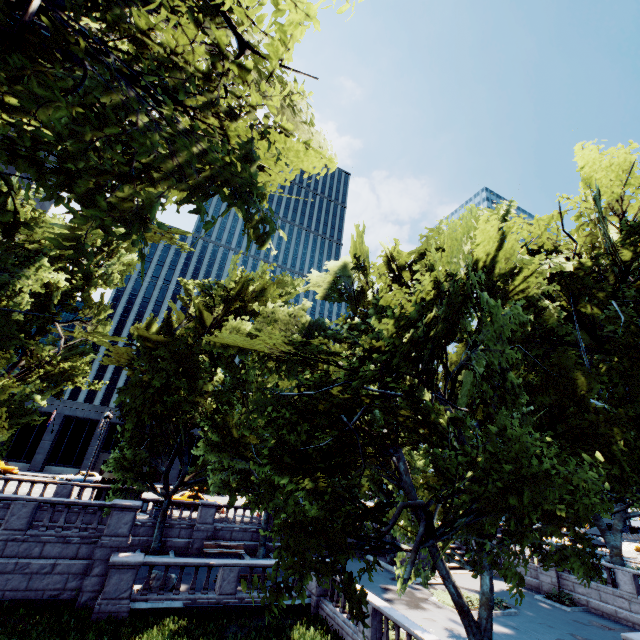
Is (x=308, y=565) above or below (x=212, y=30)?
below

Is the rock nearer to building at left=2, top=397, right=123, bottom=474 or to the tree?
the tree

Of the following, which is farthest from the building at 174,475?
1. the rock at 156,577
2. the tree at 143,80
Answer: the rock at 156,577

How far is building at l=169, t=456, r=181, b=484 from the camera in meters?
50.6

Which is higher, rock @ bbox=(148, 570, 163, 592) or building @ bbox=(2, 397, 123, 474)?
building @ bbox=(2, 397, 123, 474)

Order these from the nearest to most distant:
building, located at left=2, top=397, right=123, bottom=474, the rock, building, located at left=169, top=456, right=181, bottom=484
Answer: the rock
building, located at left=2, top=397, right=123, bottom=474
building, located at left=169, top=456, right=181, bottom=484

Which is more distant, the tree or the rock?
the rock
